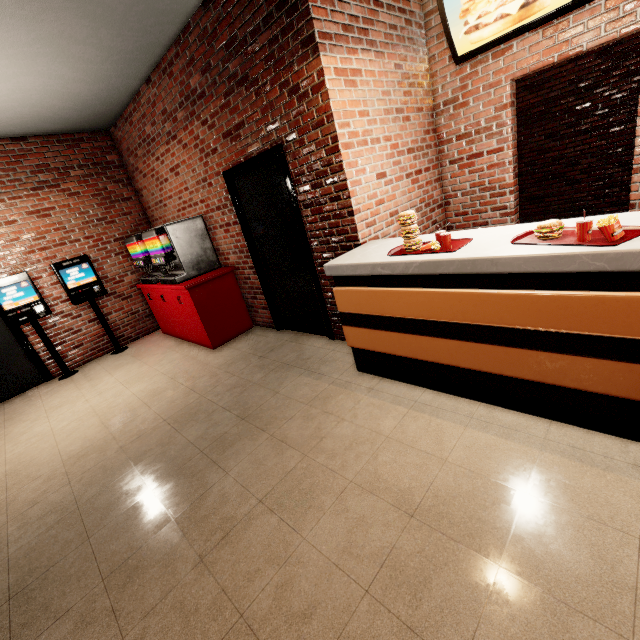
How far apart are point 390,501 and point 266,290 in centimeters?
316cm
